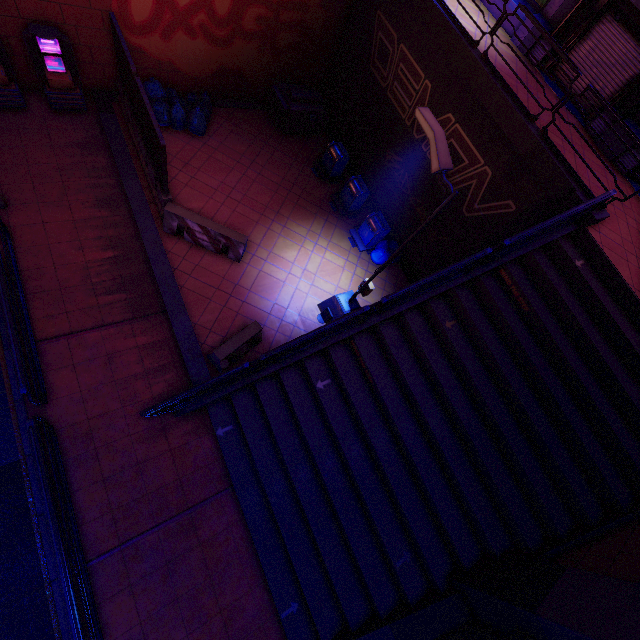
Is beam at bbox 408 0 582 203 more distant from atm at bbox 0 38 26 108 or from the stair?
atm at bbox 0 38 26 108

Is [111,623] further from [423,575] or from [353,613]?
[423,575]

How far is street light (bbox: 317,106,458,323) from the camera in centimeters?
623cm

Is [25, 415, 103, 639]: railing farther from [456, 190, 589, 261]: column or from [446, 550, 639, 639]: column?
[456, 190, 589, 261]: column

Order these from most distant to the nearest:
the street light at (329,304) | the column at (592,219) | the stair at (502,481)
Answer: the column at (592,219), the stair at (502,481), the street light at (329,304)

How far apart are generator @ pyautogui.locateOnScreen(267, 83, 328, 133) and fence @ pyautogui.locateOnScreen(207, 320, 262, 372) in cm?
906

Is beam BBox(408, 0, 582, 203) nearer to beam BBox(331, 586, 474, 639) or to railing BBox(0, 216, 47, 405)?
railing BBox(0, 216, 47, 405)

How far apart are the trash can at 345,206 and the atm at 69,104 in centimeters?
877cm
